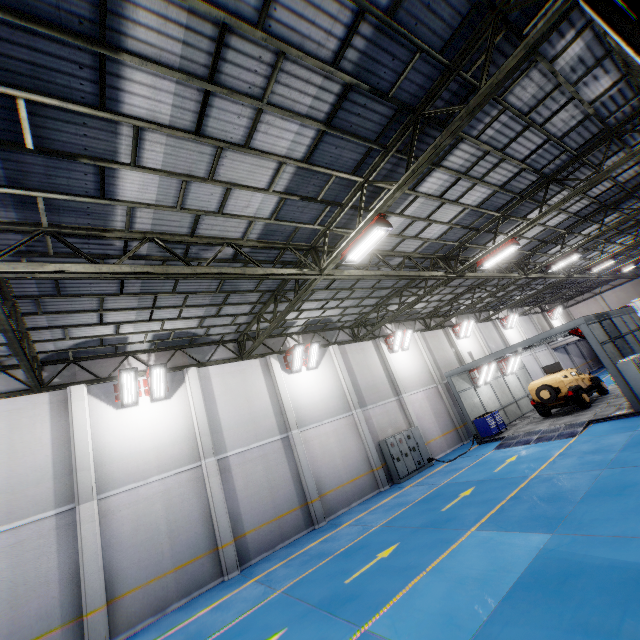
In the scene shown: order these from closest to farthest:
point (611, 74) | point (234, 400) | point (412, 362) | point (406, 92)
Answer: point (406, 92) → point (611, 74) → point (234, 400) → point (412, 362)

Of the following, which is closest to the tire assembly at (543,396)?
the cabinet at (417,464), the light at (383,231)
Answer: the cabinet at (417,464)

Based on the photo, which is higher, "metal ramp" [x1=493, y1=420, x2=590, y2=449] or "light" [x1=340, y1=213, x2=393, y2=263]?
"light" [x1=340, y1=213, x2=393, y2=263]

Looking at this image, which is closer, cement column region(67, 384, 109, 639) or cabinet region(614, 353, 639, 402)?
cement column region(67, 384, 109, 639)

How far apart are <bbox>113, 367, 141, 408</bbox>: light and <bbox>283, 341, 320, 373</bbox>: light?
6.6 meters

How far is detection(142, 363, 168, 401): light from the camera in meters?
12.5 m

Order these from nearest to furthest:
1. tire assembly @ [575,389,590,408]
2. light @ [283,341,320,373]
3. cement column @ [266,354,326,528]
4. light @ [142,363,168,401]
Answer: light @ [142,363,168,401] → cement column @ [266,354,326,528] → light @ [283,341,320,373] → tire assembly @ [575,389,590,408]

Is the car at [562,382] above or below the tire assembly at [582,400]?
above
